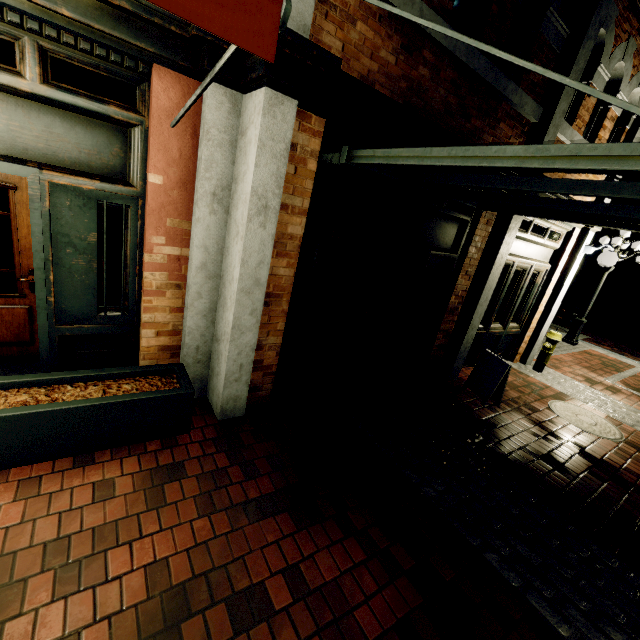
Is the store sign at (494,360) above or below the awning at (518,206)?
below

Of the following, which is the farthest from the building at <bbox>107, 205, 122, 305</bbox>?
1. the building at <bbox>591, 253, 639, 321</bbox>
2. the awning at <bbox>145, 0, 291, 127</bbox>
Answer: the building at <bbox>591, 253, 639, 321</bbox>

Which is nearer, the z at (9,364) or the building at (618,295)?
the z at (9,364)

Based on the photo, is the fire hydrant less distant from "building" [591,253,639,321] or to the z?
the z

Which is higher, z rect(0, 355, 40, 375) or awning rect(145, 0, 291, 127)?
awning rect(145, 0, 291, 127)

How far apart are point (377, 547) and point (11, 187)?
4.8m

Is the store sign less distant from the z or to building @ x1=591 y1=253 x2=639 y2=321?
the z

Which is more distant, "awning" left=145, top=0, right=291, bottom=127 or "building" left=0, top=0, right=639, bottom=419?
"building" left=0, top=0, right=639, bottom=419
